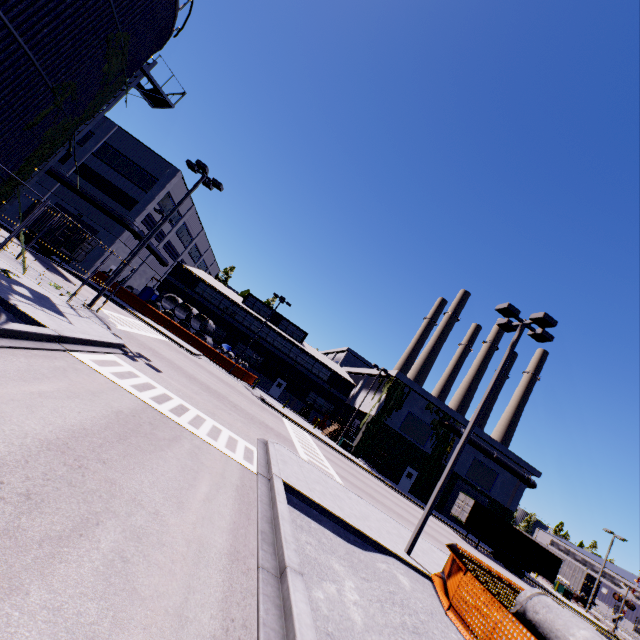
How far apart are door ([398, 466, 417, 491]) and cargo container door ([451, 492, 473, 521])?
5.21m

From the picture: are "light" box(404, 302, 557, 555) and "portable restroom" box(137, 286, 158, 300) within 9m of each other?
no

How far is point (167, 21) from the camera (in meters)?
12.81

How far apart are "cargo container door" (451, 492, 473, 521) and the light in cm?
2372

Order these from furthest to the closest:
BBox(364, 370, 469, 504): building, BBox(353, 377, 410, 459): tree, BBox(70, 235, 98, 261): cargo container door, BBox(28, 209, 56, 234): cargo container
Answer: BBox(364, 370, 469, 504): building < BBox(353, 377, 410, 459): tree < BBox(28, 209, 56, 234): cargo container < BBox(70, 235, 98, 261): cargo container door

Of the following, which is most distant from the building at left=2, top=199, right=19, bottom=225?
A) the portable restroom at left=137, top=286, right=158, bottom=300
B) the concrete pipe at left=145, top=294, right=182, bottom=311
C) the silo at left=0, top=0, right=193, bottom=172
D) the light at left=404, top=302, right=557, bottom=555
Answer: the light at left=404, top=302, right=557, bottom=555

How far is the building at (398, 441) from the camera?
36.3 meters

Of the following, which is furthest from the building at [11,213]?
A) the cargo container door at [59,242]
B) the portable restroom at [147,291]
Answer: the cargo container door at [59,242]
